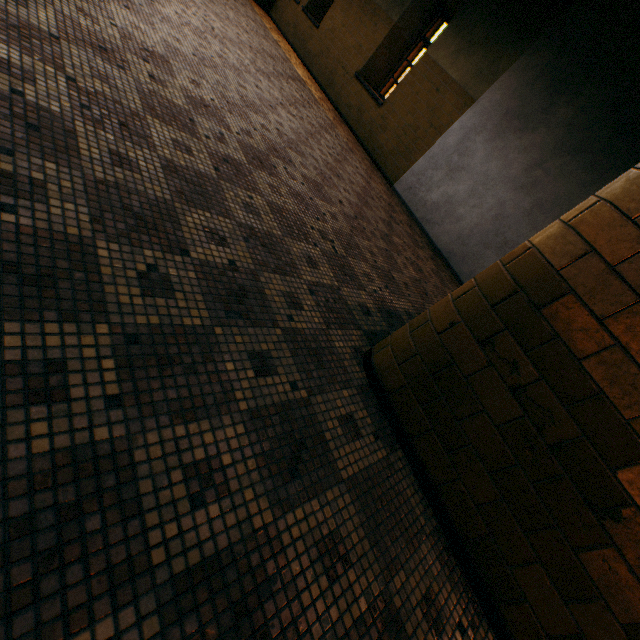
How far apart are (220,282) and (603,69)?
6.40m
